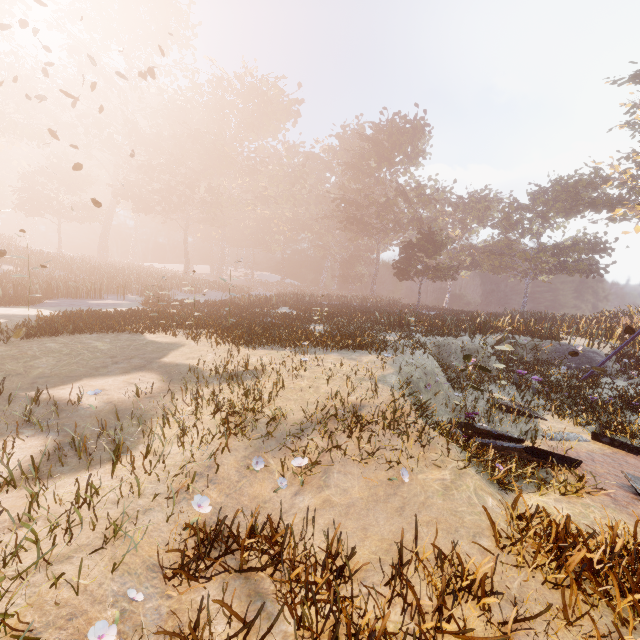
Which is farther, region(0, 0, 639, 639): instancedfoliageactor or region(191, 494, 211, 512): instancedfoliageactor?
region(0, 0, 639, 639): instancedfoliageactor

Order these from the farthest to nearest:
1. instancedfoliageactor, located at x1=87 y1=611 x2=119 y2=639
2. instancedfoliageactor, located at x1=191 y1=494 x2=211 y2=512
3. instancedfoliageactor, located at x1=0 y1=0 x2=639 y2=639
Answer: instancedfoliageactor, located at x1=0 y1=0 x2=639 y2=639
instancedfoliageactor, located at x1=191 y1=494 x2=211 y2=512
instancedfoliageactor, located at x1=87 y1=611 x2=119 y2=639

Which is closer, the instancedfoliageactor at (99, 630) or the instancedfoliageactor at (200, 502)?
the instancedfoliageactor at (99, 630)

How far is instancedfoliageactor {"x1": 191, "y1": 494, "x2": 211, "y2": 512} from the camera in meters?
3.6

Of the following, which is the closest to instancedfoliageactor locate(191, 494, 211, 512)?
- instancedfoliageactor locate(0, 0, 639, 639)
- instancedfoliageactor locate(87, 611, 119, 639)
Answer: instancedfoliageactor locate(87, 611, 119, 639)

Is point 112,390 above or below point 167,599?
above

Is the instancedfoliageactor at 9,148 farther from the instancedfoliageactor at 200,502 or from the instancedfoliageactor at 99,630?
the instancedfoliageactor at 99,630
